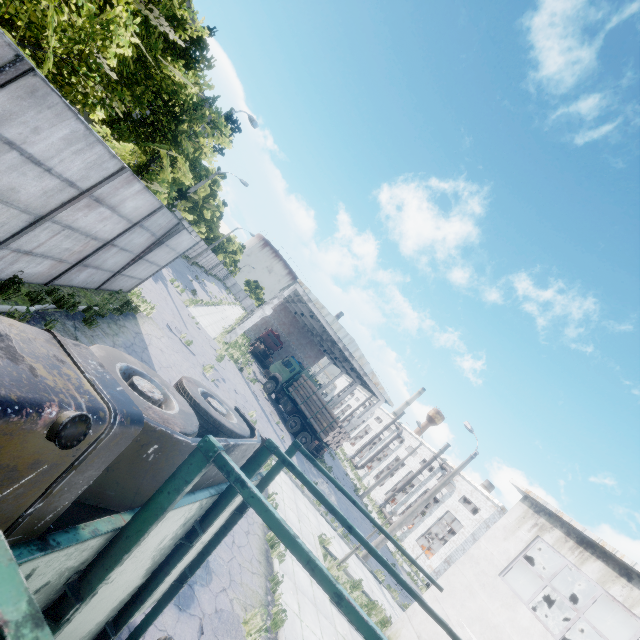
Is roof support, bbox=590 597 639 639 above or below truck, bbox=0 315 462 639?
above

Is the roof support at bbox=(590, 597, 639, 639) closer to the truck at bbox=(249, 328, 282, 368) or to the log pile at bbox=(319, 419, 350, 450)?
the log pile at bbox=(319, 419, 350, 450)

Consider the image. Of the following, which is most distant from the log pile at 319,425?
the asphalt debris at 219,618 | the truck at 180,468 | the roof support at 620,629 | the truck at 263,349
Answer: the truck at 180,468

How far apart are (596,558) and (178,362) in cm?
1635

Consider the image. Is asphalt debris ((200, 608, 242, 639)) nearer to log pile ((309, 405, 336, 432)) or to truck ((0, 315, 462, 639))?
truck ((0, 315, 462, 639))

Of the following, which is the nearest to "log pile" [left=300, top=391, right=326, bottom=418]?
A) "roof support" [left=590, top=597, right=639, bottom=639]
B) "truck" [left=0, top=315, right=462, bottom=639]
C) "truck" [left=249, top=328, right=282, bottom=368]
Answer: "truck" [left=249, top=328, right=282, bottom=368]

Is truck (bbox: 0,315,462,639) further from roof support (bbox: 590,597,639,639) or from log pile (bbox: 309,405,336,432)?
log pile (bbox: 309,405,336,432)

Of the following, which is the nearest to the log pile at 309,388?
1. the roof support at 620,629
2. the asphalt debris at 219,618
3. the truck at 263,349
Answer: the truck at 263,349
